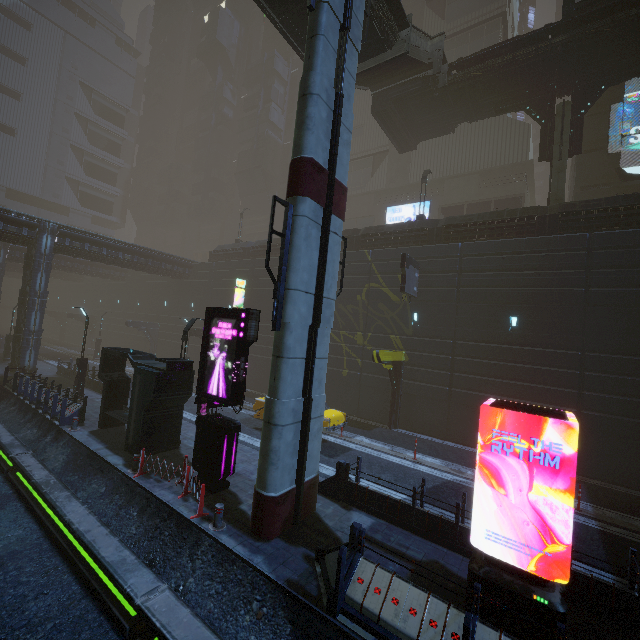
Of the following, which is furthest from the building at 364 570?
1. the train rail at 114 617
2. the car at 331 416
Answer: the car at 331 416

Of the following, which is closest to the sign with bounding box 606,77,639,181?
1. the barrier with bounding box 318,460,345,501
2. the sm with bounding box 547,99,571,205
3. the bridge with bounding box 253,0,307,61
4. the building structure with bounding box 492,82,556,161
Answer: the sm with bounding box 547,99,571,205

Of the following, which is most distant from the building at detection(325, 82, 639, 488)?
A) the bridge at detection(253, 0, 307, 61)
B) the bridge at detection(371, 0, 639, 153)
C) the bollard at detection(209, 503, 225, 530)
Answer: the bridge at detection(253, 0, 307, 61)

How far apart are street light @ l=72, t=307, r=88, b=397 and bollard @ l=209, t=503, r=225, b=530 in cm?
1627

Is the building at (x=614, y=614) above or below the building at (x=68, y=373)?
below

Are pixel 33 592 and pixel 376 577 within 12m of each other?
yes

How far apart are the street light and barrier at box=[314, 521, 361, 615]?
19.1 meters

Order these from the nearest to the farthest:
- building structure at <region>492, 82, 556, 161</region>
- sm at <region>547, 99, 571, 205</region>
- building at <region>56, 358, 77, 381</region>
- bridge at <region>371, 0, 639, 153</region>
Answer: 1. bridge at <region>371, 0, 639, 153</region>
2. sm at <region>547, 99, 571, 205</region>
3. building structure at <region>492, 82, 556, 161</region>
4. building at <region>56, 358, 77, 381</region>
